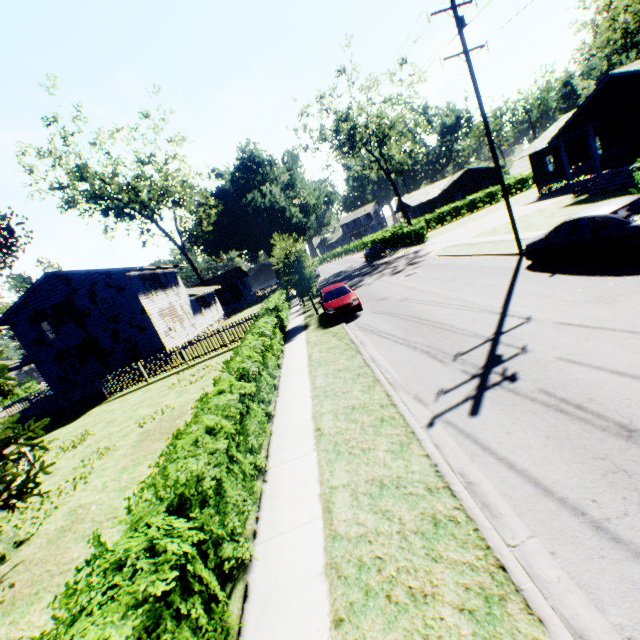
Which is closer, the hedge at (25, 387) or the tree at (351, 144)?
the tree at (351, 144)

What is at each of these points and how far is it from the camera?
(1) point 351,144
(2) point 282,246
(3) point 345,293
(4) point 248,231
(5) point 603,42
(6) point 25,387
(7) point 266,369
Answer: (1) tree, 42.34m
(2) plant, 19.25m
(3) car, 17.44m
(4) plant, 57.97m
(5) plant, 45.84m
(6) hedge, 54.12m
(7) hedge, 10.85m

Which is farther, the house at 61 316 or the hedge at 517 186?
the hedge at 517 186

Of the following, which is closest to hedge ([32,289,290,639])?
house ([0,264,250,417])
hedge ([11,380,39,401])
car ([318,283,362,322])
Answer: car ([318,283,362,322])

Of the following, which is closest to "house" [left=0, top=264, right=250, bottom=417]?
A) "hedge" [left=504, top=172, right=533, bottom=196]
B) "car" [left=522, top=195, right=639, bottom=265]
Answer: "car" [left=522, top=195, right=639, bottom=265]

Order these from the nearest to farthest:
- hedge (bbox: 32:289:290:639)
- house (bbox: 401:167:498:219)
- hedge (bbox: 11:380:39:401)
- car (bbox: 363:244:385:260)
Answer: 1. hedge (bbox: 32:289:290:639)
2. car (bbox: 363:244:385:260)
3. hedge (bbox: 11:380:39:401)
4. house (bbox: 401:167:498:219)

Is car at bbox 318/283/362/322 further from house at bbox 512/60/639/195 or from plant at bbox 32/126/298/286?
house at bbox 512/60/639/195

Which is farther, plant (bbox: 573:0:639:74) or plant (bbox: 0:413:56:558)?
plant (bbox: 573:0:639:74)
